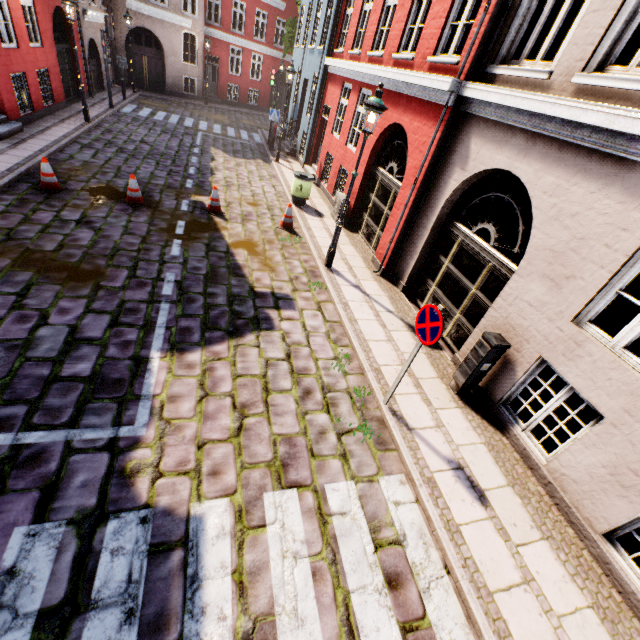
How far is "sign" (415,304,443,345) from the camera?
4.0 meters

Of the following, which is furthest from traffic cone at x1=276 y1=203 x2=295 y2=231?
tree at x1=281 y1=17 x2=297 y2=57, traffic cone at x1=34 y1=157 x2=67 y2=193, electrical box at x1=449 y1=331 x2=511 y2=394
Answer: tree at x1=281 y1=17 x2=297 y2=57

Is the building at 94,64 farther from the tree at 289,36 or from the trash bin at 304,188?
the tree at 289,36

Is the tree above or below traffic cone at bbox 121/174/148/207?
above

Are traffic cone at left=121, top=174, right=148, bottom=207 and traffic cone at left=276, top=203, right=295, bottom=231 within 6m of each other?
yes

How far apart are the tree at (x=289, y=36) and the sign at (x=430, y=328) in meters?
24.7 m

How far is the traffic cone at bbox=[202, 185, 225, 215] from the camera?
9.27m

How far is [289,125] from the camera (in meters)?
19.61
